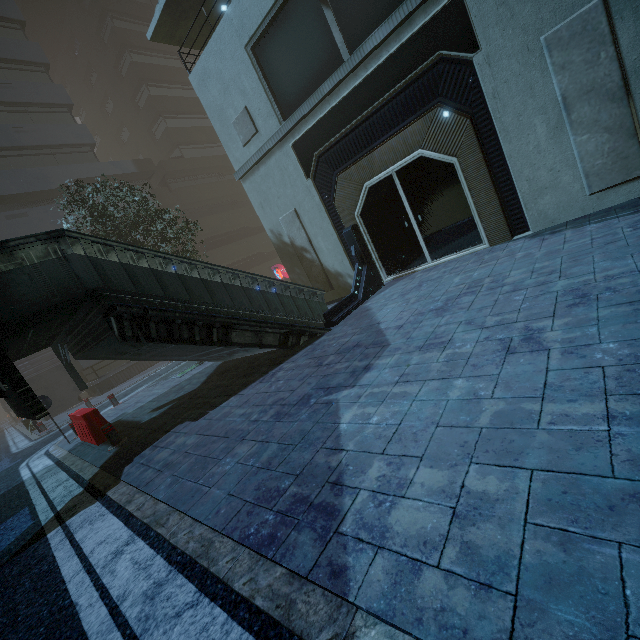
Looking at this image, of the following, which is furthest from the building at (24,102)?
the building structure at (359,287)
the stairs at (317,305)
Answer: the stairs at (317,305)

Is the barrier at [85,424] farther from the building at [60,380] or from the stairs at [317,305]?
the building at [60,380]

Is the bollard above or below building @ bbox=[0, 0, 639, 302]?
below

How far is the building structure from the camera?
9.0m

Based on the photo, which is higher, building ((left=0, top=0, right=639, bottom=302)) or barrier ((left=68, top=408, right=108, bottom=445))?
building ((left=0, top=0, right=639, bottom=302))

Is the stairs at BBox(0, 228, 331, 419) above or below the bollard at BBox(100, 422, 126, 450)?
above

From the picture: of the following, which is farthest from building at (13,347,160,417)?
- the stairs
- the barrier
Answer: the barrier

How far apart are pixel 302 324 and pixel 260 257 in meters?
28.1
